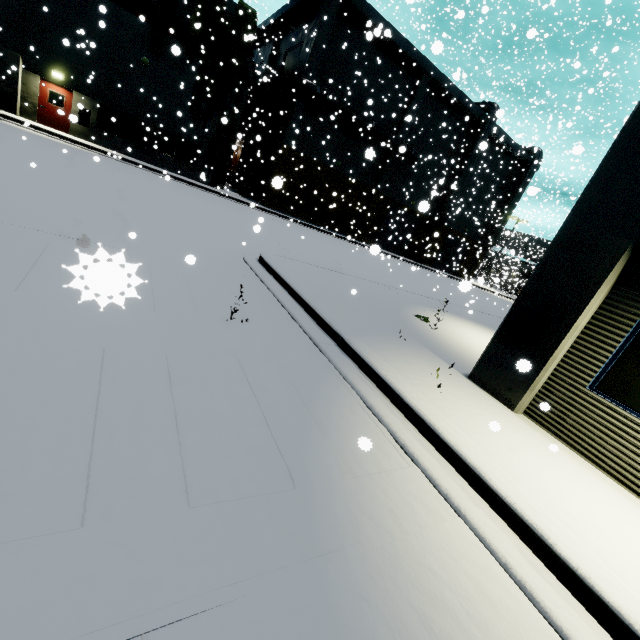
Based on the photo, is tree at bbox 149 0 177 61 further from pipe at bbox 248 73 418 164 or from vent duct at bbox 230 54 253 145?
pipe at bbox 248 73 418 164

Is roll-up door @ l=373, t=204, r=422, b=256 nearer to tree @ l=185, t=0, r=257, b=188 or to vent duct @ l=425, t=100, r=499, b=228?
vent duct @ l=425, t=100, r=499, b=228

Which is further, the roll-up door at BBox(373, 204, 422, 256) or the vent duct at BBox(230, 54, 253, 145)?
the roll-up door at BBox(373, 204, 422, 256)

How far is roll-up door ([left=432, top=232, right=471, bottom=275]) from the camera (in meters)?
38.88

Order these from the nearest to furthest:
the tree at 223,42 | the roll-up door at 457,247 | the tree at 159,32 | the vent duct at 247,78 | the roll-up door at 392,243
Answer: the tree at 159,32 → the tree at 223,42 → the vent duct at 247,78 → the roll-up door at 392,243 → the roll-up door at 457,247

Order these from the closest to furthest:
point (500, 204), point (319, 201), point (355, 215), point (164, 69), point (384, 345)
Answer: point (384, 345) < point (164, 69) < point (319, 201) < point (355, 215) < point (500, 204)

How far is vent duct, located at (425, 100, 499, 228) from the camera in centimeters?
3105cm

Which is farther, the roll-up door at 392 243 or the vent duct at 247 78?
the roll-up door at 392 243
